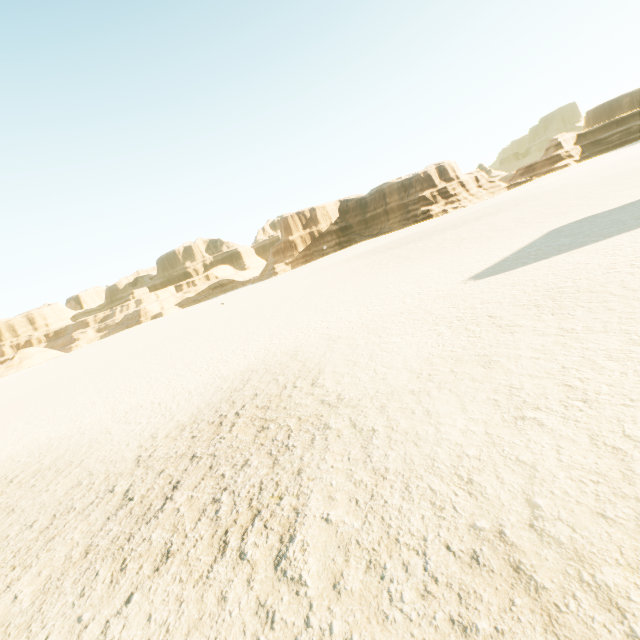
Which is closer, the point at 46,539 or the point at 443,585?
the point at 443,585
